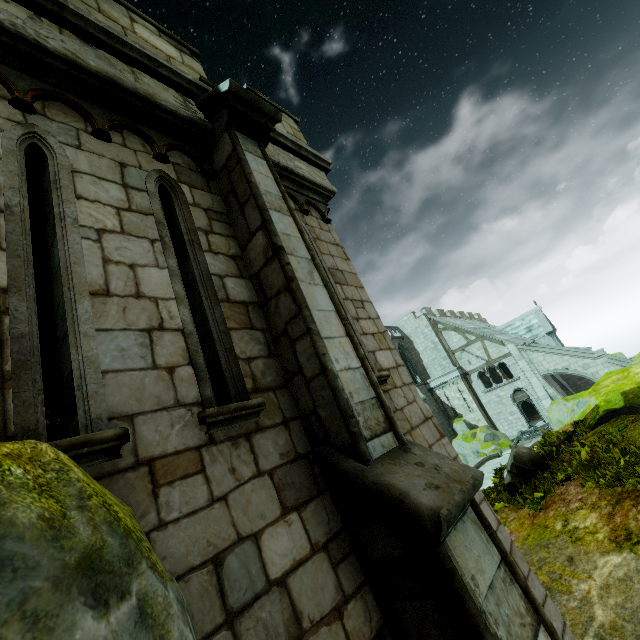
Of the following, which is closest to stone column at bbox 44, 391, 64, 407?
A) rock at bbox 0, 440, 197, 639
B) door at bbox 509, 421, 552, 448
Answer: rock at bbox 0, 440, 197, 639

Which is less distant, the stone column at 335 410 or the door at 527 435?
the stone column at 335 410

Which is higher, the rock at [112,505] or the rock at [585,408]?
the rock at [112,505]

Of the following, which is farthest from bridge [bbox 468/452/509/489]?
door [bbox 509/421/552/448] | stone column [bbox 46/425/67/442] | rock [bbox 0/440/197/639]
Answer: rock [bbox 0/440/197/639]

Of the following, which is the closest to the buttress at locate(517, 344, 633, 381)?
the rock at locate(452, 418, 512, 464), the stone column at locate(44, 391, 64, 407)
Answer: the rock at locate(452, 418, 512, 464)

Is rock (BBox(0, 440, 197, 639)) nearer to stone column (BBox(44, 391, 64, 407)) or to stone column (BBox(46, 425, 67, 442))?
stone column (BBox(44, 391, 64, 407))

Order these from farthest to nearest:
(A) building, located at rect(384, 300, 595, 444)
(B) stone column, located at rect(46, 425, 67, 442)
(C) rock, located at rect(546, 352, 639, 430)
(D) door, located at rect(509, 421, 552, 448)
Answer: (A) building, located at rect(384, 300, 595, 444) → (D) door, located at rect(509, 421, 552, 448) → (B) stone column, located at rect(46, 425, 67, 442) → (C) rock, located at rect(546, 352, 639, 430)

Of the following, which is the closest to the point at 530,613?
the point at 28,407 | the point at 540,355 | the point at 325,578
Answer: the point at 325,578
